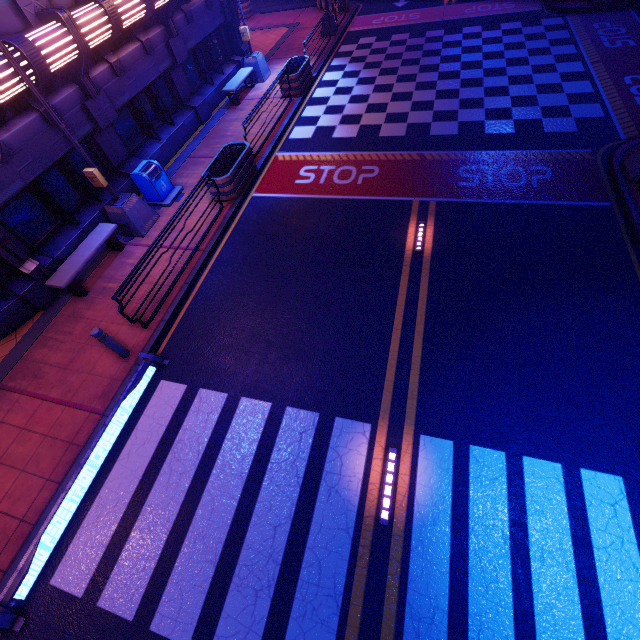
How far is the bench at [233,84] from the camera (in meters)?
14.55

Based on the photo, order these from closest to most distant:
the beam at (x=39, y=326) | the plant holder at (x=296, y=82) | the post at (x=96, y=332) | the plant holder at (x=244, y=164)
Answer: the post at (x=96, y=332)
the beam at (x=39, y=326)
the plant holder at (x=244, y=164)
the plant holder at (x=296, y=82)

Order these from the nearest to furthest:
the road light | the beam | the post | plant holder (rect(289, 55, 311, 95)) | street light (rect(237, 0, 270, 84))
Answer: the road light
the post
the beam
plant holder (rect(289, 55, 311, 95))
street light (rect(237, 0, 270, 84))

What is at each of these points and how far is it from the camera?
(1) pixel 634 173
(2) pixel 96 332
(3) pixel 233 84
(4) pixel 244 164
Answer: (1) sign, 8.4 meters
(2) post, 6.8 meters
(3) bench, 14.7 meters
(4) plant holder, 10.9 meters

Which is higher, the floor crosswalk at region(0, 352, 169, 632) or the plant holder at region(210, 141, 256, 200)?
the plant holder at region(210, 141, 256, 200)

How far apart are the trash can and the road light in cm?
1038

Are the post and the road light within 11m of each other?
yes

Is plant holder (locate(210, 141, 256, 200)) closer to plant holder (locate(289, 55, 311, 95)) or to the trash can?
the trash can
